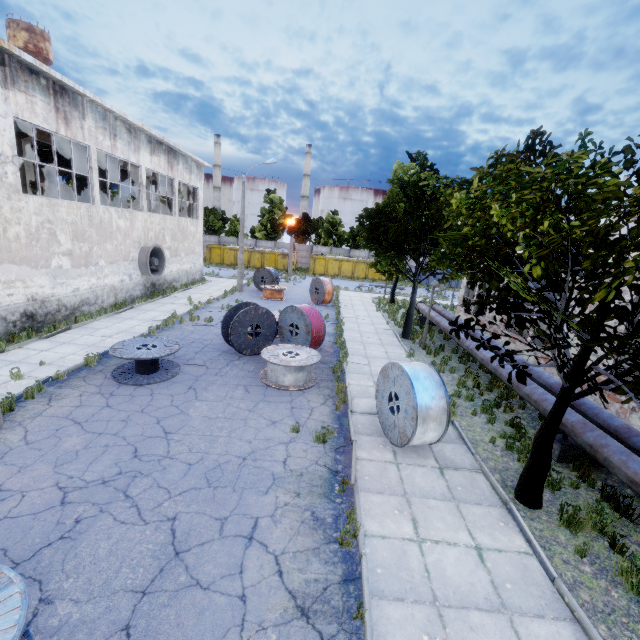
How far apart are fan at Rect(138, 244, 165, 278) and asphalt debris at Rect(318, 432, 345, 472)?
16.1m

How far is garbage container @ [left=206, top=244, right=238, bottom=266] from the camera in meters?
42.5 m

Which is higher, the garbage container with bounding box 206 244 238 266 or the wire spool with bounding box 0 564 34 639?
the garbage container with bounding box 206 244 238 266

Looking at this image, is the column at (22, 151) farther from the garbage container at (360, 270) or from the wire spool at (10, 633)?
the garbage container at (360, 270)

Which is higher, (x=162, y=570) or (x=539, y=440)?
(x=539, y=440)

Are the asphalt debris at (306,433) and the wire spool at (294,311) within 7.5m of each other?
yes

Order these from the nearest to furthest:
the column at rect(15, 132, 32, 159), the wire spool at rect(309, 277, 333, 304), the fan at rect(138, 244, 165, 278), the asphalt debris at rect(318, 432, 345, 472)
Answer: the asphalt debris at rect(318, 432, 345, 472) < the column at rect(15, 132, 32, 159) < the fan at rect(138, 244, 165, 278) < the wire spool at rect(309, 277, 333, 304)

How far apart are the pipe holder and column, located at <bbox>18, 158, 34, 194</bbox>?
22.15m
